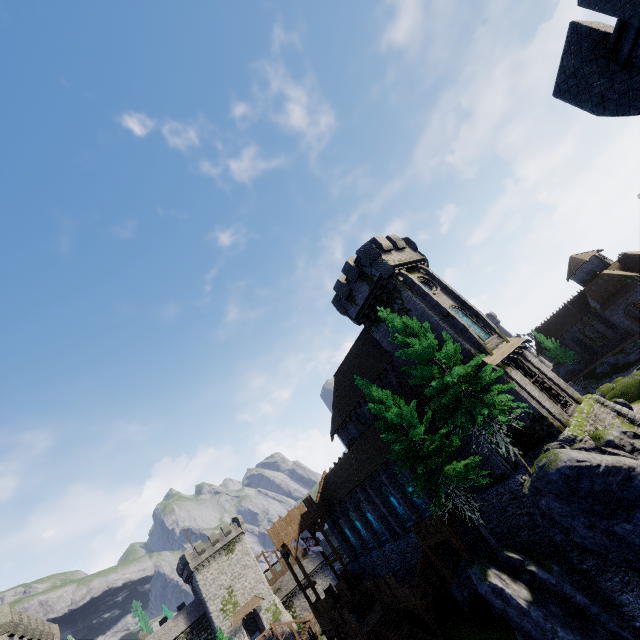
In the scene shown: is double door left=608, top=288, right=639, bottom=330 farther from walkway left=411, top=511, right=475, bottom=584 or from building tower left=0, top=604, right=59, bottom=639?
building tower left=0, top=604, right=59, bottom=639

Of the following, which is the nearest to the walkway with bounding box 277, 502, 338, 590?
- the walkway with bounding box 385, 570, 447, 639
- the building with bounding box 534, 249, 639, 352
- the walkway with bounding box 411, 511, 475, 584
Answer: the walkway with bounding box 385, 570, 447, 639

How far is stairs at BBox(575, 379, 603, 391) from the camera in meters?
45.8 m

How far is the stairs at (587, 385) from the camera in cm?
4584

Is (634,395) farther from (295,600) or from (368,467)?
(295,600)

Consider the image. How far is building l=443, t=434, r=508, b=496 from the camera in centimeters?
2158cm

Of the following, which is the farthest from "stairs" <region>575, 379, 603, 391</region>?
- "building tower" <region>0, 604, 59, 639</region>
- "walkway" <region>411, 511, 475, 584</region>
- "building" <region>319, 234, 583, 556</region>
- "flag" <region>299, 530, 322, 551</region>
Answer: "building tower" <region>0, 604, 59, 639</region>

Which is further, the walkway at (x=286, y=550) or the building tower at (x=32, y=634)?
the walkway at (x=286, y=550)
